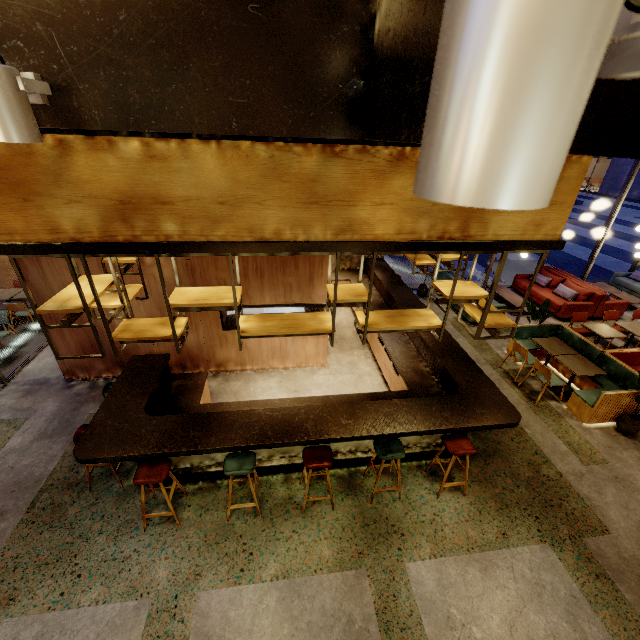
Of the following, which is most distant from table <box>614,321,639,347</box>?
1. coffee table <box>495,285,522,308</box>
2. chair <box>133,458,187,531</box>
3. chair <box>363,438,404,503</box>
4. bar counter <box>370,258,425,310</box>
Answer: chair <box>133,458,187,531</box>

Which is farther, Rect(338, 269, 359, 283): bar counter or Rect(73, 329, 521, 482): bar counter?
Rect(338, 269, 359, 283): bar counter

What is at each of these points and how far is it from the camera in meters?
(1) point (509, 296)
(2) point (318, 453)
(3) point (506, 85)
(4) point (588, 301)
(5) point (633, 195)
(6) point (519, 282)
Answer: (1) coffee table, 10.3 m
(2) chair, 4.3 m
(3) lamp, 0.3 m
(4) couch, 9.6 m
(5) building, 34.6 m
(6) couch, 11.1 m

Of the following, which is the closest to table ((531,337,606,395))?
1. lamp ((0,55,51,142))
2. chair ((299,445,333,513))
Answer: chair ((299,445,333,513))

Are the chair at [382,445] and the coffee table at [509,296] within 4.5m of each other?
no

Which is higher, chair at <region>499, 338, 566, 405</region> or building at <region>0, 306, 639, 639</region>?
chair at <region>499, 338, 566, 405</region>

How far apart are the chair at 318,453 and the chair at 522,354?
4.6m

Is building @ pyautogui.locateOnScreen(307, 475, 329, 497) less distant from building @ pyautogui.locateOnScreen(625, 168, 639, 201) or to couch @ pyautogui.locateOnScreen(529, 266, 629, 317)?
couch @ pyautogui.locateOnScreen(529, 266, 629, 317)
